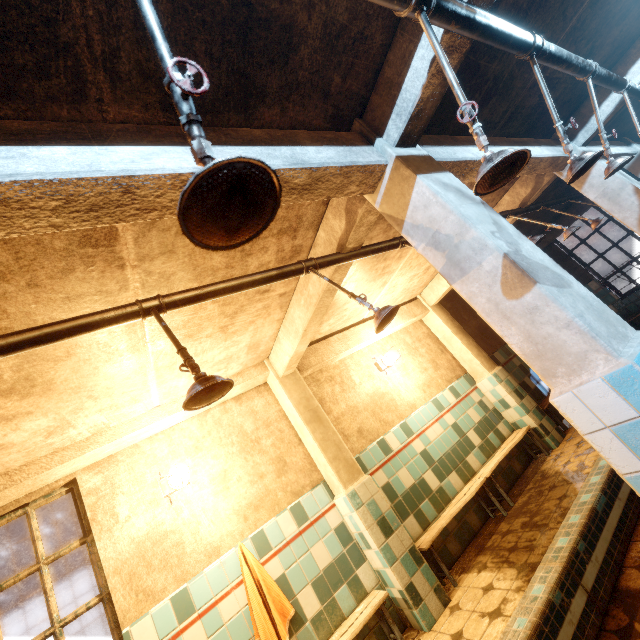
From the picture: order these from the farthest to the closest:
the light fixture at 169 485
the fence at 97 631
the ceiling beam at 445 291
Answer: the fence at 97 631 < the ceiling beam at 445 291 < the light fixture at 169 485

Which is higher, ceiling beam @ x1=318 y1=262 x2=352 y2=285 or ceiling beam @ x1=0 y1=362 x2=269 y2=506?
ceiling beam @ x1=0 y1=362 x2=269 y2=506

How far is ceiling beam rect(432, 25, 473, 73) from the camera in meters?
1.4 m

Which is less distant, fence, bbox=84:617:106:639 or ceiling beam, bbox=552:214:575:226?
ceiling beam, bbox=552:214:575:226

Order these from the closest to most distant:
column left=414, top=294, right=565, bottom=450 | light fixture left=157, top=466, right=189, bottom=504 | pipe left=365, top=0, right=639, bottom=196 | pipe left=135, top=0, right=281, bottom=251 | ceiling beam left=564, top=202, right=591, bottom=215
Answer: pipe left=135, top=0, right=281, bottom=251
pipe left=365, top=0, right=639, bottom=196
light fixture left=157, top=466, right=189, bottom=504
column left=414, top=294, right=565, bottom=450
ceiling beam left=564, top=202, right=591, bottom=215

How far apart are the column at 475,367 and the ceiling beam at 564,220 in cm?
406

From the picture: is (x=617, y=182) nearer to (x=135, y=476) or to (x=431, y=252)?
(x=431, y=252)

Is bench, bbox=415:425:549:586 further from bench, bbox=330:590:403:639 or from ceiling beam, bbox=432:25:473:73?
ceiling beam, bbox=432:25:473:73
